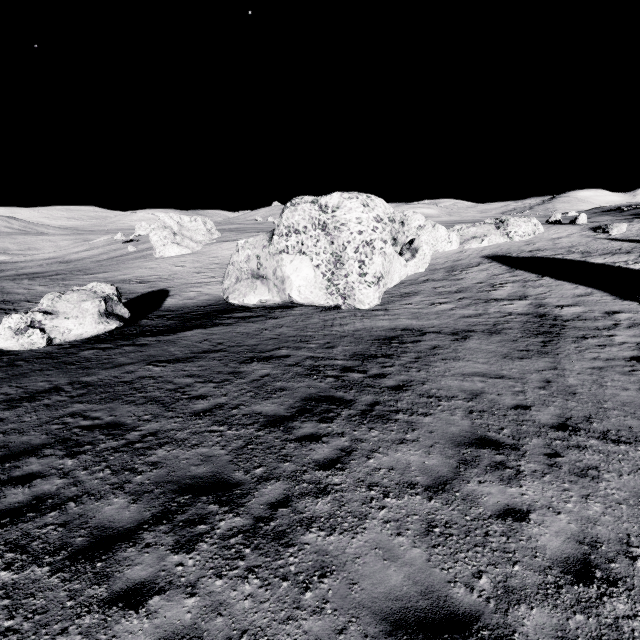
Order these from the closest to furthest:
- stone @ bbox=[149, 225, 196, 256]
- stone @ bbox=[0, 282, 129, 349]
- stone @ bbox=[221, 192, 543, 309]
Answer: stone @ bbox=[0, 282, 129, 349]
stone @ bbox=[221, 192, 543, 309]
stone @ bbox=[149, 225, 196, 256]

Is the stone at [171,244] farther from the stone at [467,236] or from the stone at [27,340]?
the stone at [27,340]

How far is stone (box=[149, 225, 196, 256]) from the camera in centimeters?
5843cm

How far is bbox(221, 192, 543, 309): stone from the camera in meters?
19.2

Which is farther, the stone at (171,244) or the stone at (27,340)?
the stone at (171,244)

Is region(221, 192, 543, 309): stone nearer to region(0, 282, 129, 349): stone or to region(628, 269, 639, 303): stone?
region(0, 282, 129, 349): stone

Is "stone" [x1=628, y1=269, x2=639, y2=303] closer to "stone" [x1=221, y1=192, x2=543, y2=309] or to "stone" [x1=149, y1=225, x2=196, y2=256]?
"stone" [x1=221, y1=192, x2=543, y2=309]

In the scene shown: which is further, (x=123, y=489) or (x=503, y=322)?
(x=503, y=322)
